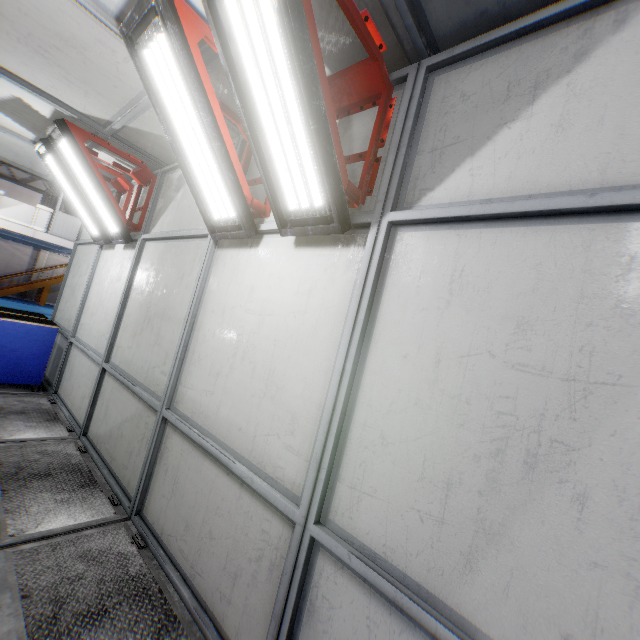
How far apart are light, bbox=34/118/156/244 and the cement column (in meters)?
14.46

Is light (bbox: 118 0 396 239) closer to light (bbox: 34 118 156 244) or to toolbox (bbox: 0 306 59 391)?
light (bbox: 34 118 156 244)

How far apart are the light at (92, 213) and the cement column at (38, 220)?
14.5 meters

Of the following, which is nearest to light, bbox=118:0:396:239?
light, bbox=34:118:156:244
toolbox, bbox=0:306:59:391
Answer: light, bbox=34:118:156:244

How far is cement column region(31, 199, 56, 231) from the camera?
15.1 meters

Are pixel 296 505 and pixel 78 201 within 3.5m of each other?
no

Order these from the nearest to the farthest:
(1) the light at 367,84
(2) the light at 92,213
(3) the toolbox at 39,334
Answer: (1) the light at 367,84 → (2) the light at 92,213 → (3) the toolbox at 39,334

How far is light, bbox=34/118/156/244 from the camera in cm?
414
